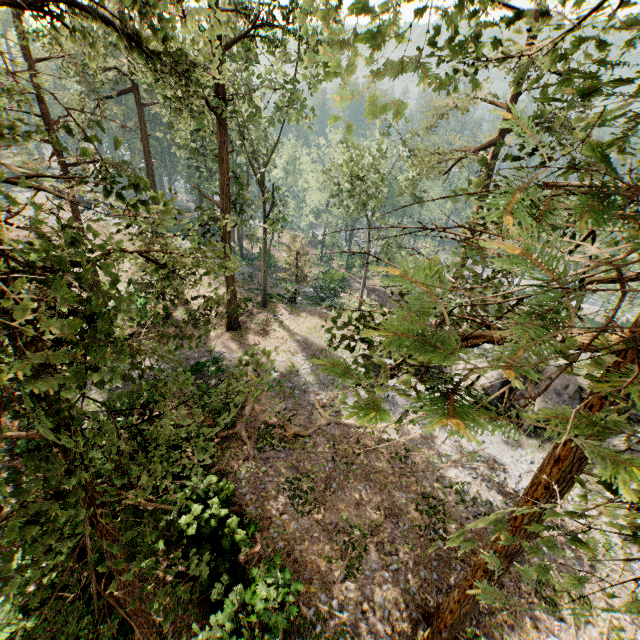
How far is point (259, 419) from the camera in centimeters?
1719cm

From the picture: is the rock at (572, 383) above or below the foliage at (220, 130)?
below

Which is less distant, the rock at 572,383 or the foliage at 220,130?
the foliage at 220,130

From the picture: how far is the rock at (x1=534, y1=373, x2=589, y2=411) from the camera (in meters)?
18.47

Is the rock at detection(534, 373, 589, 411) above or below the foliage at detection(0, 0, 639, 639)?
below

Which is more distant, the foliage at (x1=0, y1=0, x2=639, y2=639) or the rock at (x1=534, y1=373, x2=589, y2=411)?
the rock at (x1=534, y1=373, x2=589, y2=411)
